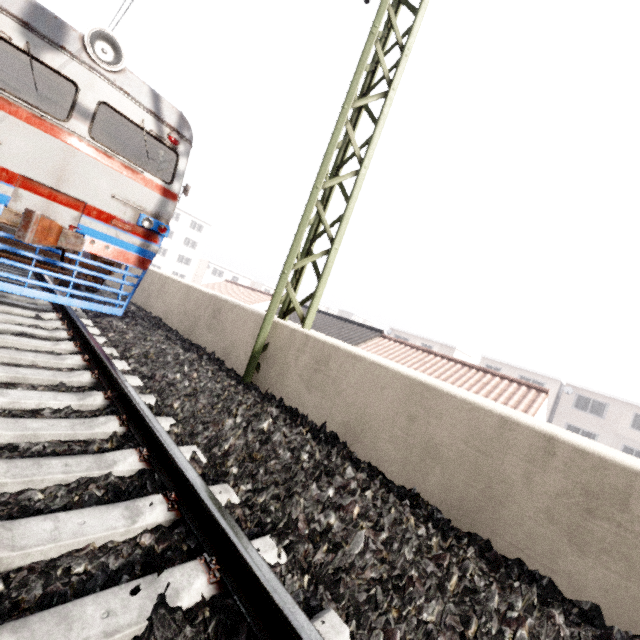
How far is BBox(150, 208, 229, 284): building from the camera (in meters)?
51.19

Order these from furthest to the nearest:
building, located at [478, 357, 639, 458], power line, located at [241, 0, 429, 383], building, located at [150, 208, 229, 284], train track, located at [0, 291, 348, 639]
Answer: building, located at [150, 208, 229, 284], building, located at [478, 357, 639, 458], power line, located at [241, 0, 429, 383], train track, located at [0, 291, 348, 639]

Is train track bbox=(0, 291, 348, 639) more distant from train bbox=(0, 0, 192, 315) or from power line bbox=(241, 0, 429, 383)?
power line bbox=(241, 0, 429, 383)

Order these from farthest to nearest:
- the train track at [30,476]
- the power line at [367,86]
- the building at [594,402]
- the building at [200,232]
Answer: the building at [200,232], the building at [594,402], the power line at [367,86], the train track at [30,476]

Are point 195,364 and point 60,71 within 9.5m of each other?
yes

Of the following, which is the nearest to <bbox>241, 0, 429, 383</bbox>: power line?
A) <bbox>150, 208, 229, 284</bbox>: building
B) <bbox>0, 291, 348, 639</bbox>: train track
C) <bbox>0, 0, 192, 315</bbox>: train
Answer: <bbox>0, 291, 348, 639</bbox>: train track

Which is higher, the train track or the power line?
the power line

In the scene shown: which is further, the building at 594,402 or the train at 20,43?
the building at 594,402
